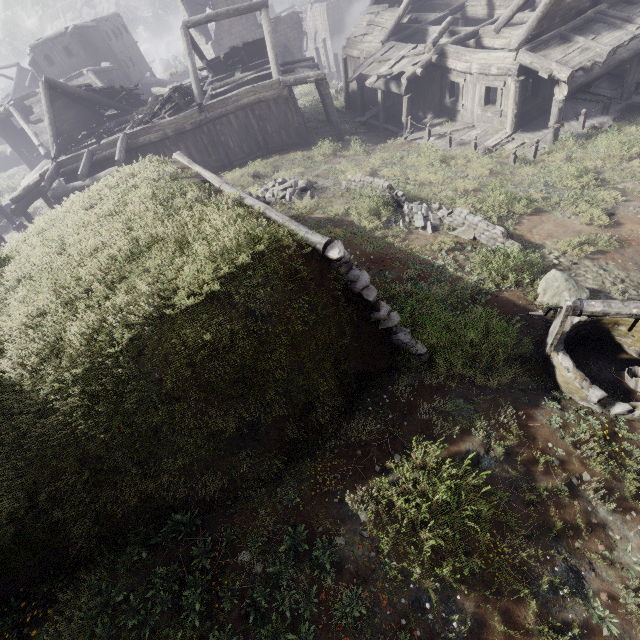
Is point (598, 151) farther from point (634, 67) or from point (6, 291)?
point (6, 291)

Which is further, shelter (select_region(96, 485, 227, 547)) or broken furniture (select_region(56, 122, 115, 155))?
broken furniture (select_region(56, 122, 115, 155))

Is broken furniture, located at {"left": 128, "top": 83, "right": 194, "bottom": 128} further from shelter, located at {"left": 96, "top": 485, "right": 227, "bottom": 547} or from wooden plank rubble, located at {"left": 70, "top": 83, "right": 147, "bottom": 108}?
shelter, located at {"left": 96, "top": 485, "right": 227, "bottom": 547}

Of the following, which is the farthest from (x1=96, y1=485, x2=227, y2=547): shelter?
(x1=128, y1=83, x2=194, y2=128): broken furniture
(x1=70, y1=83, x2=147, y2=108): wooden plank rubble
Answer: (x1=70, y1=83, x2=147, y2=108): wooden plank rubble

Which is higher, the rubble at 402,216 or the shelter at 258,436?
the shelter at 258,436

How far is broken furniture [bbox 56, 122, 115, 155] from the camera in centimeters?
1822cm

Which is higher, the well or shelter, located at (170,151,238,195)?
shelter, located at (170,151,238,195)

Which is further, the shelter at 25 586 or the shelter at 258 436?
Result: the shelter at 258 436
